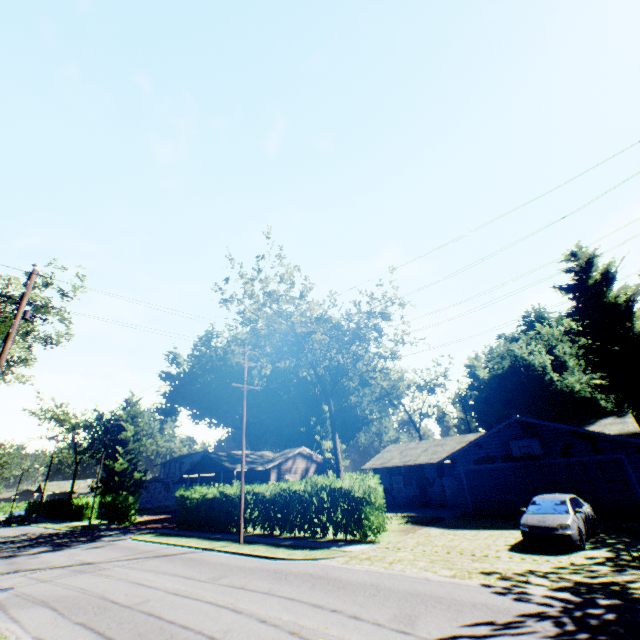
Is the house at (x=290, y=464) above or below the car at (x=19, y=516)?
above

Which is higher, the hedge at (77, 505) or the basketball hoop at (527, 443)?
the basketball hoop at (527, 443)

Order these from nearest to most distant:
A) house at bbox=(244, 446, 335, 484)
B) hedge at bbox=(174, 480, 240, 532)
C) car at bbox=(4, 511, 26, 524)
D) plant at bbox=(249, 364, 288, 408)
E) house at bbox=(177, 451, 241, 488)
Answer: hedge at bbox=(174, 480, 240, 532)
house at bbox=(177, 451, 241, 488)
house at bbox=(244, 446, 335, 484)
car at bbox=(4, 511, 26, 524)
plant at bbox=(249, 364, 288, 408)

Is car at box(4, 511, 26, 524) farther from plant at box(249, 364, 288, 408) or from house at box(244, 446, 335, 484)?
house at box(244, 446, 335, 484)

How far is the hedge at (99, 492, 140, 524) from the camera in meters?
34.6 m

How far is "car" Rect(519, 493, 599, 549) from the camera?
11.8 meters

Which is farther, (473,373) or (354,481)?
(473,373)

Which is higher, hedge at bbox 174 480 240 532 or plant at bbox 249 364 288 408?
plant at bbox 249 364 288 408
